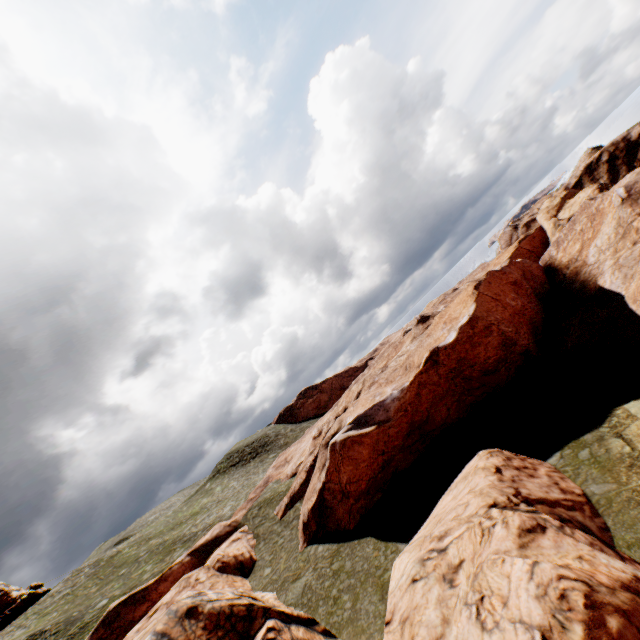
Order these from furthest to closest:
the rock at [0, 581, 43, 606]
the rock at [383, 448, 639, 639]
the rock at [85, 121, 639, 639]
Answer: the rock at [0, 581, 43, 606], the rock at [85, 121, 639, 639], the rock at [383, 448, 639, 639]

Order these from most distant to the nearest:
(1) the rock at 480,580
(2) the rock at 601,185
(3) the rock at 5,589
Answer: (3) the rock at 5,589, (2) the rock at 601,185, (1) the rock at 480,580

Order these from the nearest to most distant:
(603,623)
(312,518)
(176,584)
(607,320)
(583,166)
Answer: (603,623) → (176,584) → (312,518) → (607,320) → (583,166)

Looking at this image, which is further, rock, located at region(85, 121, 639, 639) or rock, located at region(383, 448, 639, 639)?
rock, located at region(85, 121, 639, 639)

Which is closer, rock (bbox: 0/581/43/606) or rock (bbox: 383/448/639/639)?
rock (bbox: 383/448/639/639)

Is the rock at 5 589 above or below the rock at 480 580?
above

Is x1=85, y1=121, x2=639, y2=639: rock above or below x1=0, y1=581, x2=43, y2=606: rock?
below
